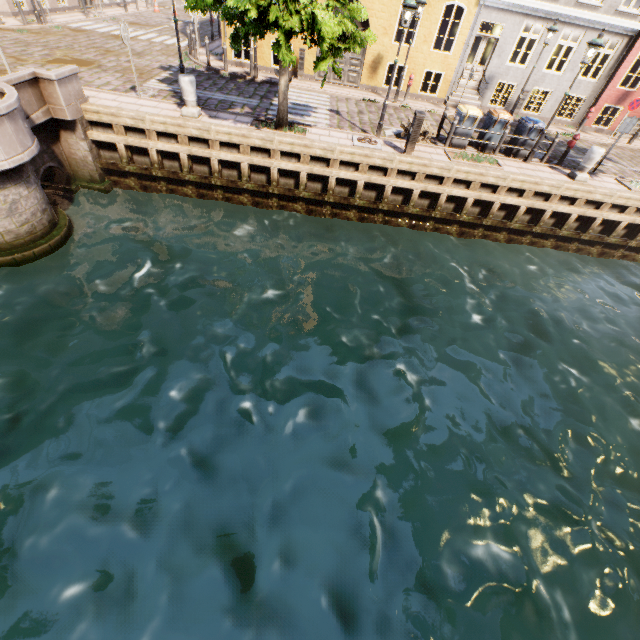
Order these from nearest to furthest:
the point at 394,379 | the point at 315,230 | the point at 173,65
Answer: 1. the point at 394,379
2. the point at 315,230
3. the point at 173,65

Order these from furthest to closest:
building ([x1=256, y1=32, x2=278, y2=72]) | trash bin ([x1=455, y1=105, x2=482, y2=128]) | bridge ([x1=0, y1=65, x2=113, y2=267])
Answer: building ([x1=256, y1=32, x2=278, y2=72]) → trash bin ([x1=455, y1=105, x2=482, y2=128]) → bridge ([x1=0, y1=65, x2=113, y2=267])

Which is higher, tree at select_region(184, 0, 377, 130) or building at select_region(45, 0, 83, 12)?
tree at select_region(184, 0, 377, 130)

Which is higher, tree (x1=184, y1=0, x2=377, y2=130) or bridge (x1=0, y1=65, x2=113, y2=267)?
tree (x1=184, y1=0, x2=377, y2=130)

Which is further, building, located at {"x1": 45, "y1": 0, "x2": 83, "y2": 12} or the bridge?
building, located at {"x1": 45, "y1": 0, "x2": 83, "y2": 12}

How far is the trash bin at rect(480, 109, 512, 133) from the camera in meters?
12.0 m

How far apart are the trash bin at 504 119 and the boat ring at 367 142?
4.43m

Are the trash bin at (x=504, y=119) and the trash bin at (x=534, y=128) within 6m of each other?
yes
